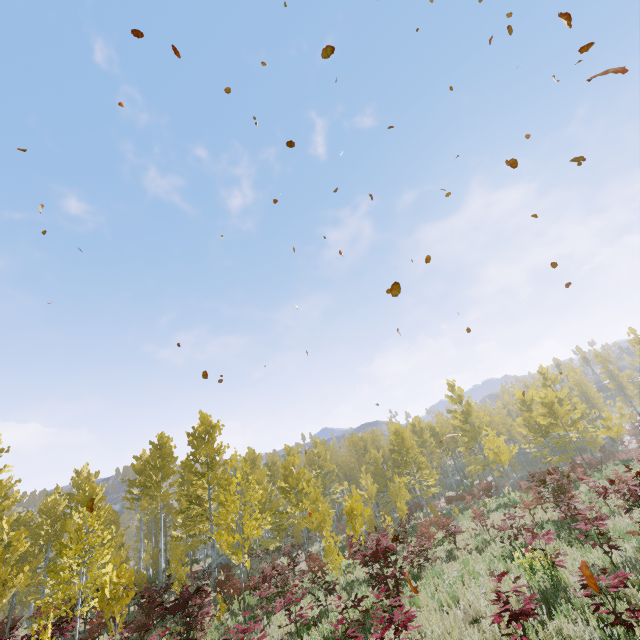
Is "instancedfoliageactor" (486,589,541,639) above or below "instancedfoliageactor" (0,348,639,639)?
Result: below

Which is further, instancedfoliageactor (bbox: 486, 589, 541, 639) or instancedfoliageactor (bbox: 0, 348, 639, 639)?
instancedfoliageactor (bbox: 0, 348, 639, 639)

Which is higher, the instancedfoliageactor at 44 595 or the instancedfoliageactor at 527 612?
the instancedfoliageactor at 44 595

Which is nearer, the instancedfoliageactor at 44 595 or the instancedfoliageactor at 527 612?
the instancedfoliageactor at 527 612

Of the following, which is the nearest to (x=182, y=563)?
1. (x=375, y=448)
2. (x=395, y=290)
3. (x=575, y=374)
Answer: (x=375, y=448)
